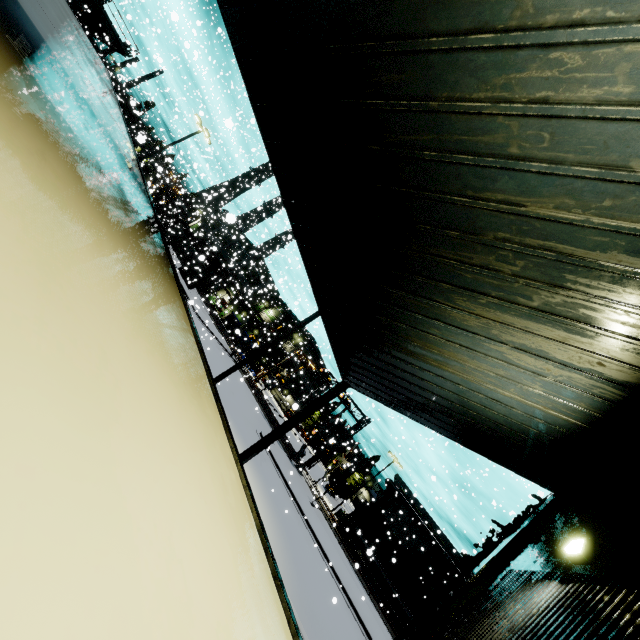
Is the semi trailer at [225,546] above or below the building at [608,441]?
below

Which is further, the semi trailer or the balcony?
the balcony

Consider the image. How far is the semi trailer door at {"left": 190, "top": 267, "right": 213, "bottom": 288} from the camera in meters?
45.2

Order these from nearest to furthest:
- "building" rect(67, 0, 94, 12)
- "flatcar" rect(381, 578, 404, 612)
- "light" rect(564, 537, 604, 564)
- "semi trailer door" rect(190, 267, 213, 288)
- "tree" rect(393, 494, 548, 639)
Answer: "light" rect(564, 537, 604, 564), "tree" rect(393, 494, 548, 639), "building" rect(67, 0, 94, 12), "flatcar" rect(381, 578, 404, 612), "semi trailer door" rect(190, 267, 213, 288)

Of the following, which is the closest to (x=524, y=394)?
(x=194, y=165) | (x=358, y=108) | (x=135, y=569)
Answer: (x=358, y=108)

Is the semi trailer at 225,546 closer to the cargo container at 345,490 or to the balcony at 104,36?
the cargo container at 345,490

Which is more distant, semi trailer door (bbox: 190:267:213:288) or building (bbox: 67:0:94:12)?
semi trailer door (bbox: 190:267:213:288)

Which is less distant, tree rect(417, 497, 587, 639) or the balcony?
tree rect(417, 497, 587, 639)
